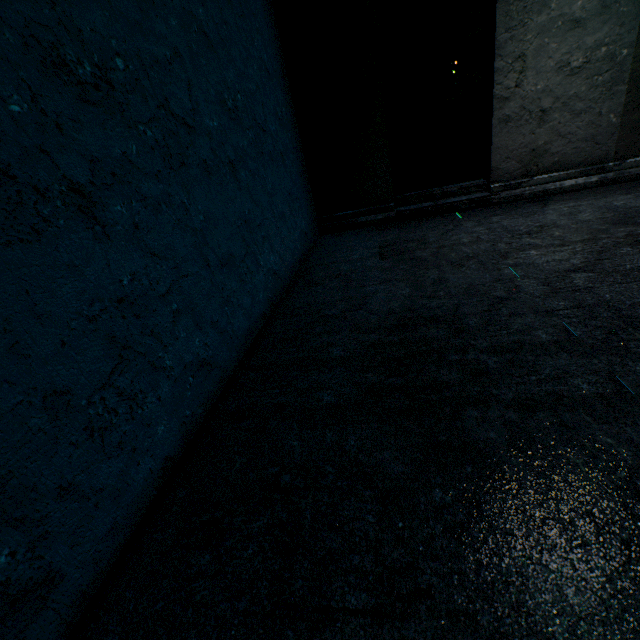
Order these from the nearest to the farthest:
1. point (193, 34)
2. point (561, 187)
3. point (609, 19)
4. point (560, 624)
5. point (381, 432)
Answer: point (560, 624) < point (381, 432) < point (193, 34) < point (609, 19) < point (561, 187)
